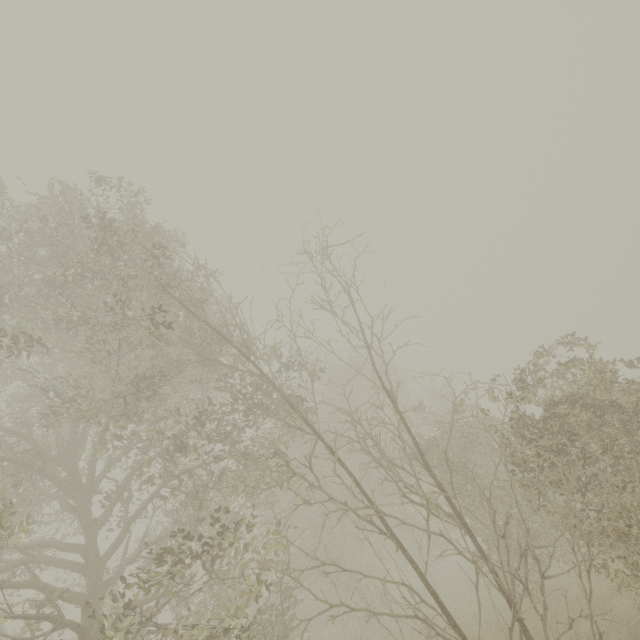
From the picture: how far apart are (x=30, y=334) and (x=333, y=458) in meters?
16.3 m
